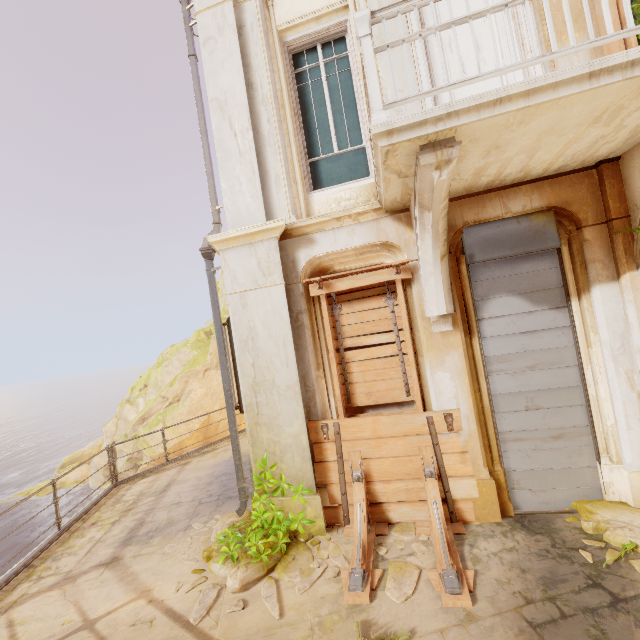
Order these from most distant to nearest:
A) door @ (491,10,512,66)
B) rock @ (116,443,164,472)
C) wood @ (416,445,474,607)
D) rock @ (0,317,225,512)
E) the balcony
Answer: rock @ (0,317,225,512), rock @ (116,443,164,472), door @ (491,10,512,66), wood @ (416,445,474,607), the balcony

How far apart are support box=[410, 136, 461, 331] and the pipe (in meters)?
3.01

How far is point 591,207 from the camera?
4.22m

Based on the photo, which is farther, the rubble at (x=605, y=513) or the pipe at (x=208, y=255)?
the pipe at (x=208, y=255)

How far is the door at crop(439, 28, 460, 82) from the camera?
4.7 meters

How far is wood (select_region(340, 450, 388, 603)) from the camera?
3.6 meters

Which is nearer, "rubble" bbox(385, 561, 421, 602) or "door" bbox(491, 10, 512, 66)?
"rubble" bbox(385, 561, 421, 602)

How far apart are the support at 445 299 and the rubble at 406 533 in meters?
2.8 m
